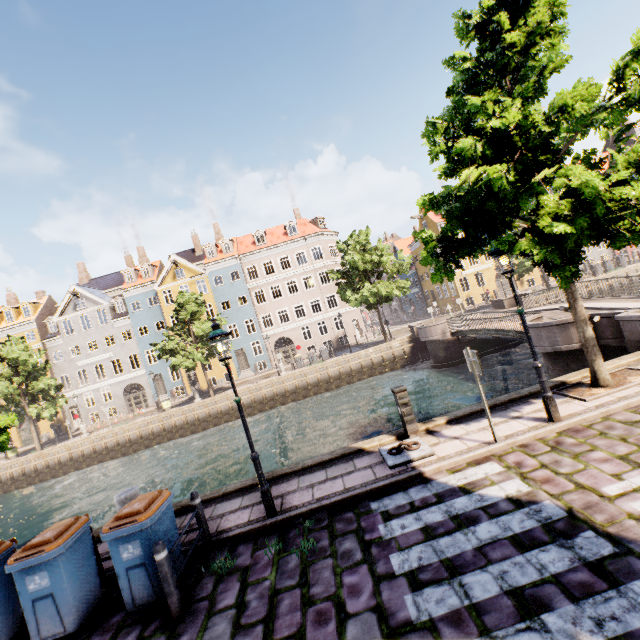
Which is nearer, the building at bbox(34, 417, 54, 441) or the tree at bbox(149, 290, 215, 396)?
the tree at bbox(149, 290, 215, 396)

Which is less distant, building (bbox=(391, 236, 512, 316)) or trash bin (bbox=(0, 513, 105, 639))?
trash bin (bbox=(0, 513, 105, 639))

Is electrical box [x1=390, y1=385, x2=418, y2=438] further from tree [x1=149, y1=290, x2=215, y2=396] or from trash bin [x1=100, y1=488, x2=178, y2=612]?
trash bin [x1=100, y1=488, x2=178, y2=612]

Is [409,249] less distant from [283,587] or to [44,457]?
[44,457]

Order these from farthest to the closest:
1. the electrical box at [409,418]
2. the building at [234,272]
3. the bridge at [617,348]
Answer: the building at [234,272], the bridge at [617,348], the electrical box at [409,418]

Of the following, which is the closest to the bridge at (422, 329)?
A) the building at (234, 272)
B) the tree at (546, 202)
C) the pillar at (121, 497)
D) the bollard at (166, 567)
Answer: the tree at (546, 202)

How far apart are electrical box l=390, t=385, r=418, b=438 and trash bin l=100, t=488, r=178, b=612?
4.93m

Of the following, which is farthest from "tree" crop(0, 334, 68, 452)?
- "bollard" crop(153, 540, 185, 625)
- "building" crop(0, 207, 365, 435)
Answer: "bollard" crop(153, 540, 185, 625)
